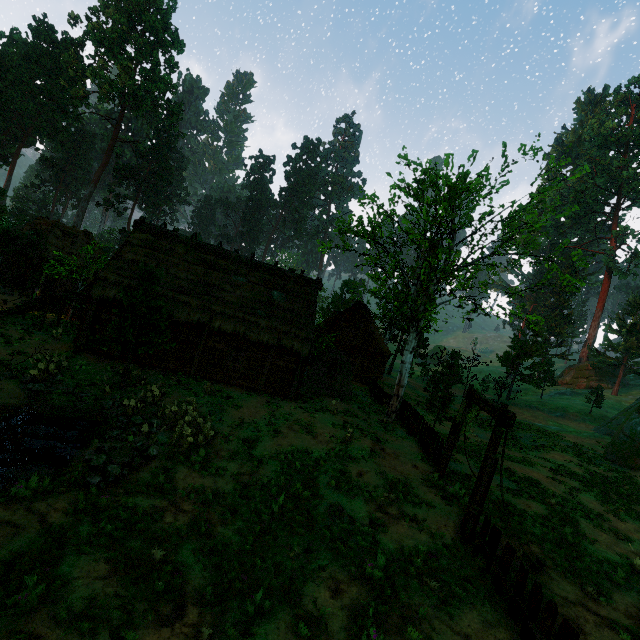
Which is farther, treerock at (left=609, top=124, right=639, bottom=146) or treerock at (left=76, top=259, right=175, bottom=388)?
treerock at (left=609, top=124, right=639, bottom=146)

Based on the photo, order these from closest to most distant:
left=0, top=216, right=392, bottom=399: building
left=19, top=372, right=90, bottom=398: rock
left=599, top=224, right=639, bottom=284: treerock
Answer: left=19, top=372, right=90, bottom=398: rock < left=0, top=216, right=392, bottom=399: building < left=599, top=224, right=639, bottom=284: treerock

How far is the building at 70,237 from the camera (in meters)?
27.50

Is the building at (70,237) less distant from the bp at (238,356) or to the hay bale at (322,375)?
the bp at (238,356)

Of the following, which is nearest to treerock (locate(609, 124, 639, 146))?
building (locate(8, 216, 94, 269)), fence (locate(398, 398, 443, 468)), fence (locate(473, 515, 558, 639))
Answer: building (locate(8, 216, 94, 269))

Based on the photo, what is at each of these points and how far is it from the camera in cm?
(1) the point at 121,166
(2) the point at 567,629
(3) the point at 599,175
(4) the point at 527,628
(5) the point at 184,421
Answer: (1) treerock, 5725
(2) fence, 544
(3) treerock, 5562
(4) fence, 621
(5) treerock, 1362

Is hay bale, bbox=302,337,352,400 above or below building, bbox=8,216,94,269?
below

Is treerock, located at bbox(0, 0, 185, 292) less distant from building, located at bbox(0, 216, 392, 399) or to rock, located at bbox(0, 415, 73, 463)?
building, located at bbox(0, 216, 392, 399)
